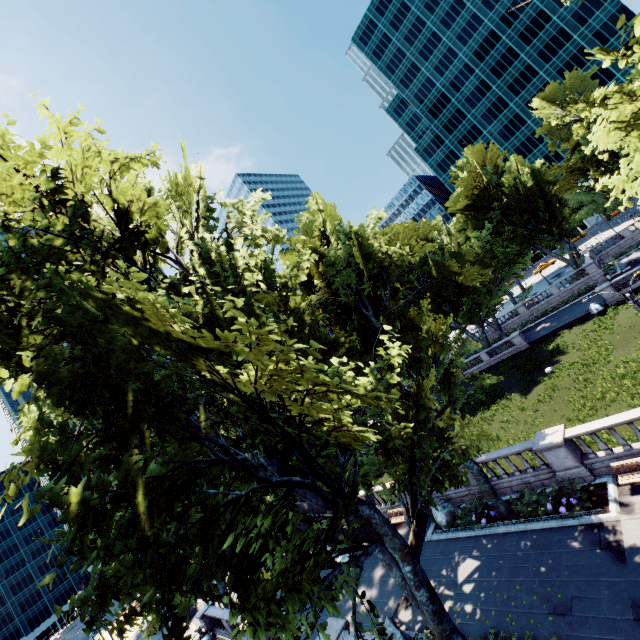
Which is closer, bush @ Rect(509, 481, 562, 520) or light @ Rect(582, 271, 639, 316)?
light @ Rect(582, 271, 639, 316)

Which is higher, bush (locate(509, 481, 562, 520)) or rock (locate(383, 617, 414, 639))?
rock (locate(383, 617, 414, 639))

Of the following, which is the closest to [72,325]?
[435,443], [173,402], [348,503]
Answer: [173,402]

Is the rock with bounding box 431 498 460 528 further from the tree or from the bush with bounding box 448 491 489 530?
the tree

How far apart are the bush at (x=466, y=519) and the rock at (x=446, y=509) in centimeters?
1cm

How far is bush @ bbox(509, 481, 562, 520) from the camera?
14.5m

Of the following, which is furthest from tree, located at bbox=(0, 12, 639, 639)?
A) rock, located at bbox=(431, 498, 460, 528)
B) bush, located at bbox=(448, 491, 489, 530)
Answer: rock, located at bbox=(431, 498, 460, 528)

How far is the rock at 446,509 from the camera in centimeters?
1828cm
